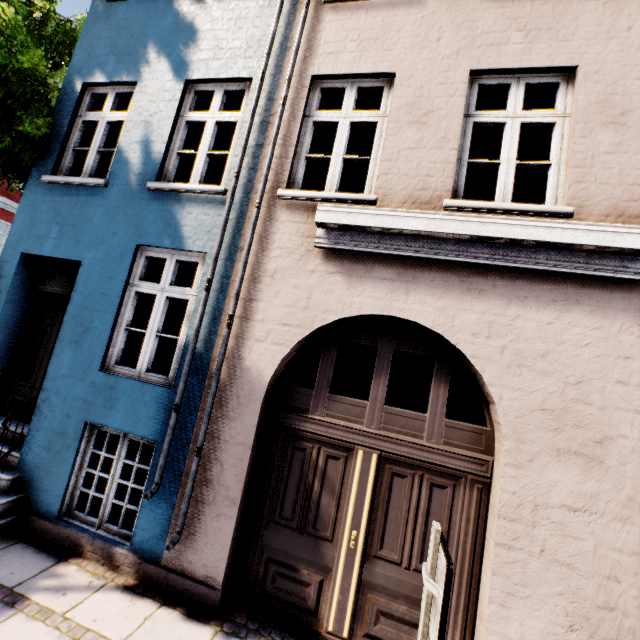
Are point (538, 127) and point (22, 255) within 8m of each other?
no

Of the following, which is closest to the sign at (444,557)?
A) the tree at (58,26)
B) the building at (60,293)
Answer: the building at (60,293)

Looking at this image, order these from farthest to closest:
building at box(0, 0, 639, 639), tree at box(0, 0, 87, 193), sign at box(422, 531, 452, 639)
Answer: Answer:
tree at box(0, 0, 87, 193)
building at box(0, 0, 639, 639)
sign at box(422, 531, 452, 639)

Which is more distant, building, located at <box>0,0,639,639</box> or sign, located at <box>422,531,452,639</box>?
building, located at <box>0,0,639,639</box>

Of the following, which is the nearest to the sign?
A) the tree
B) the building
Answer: the building

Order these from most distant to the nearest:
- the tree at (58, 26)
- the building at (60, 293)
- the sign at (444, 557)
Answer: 1. the tree at (58, 26)
2. the building at (60, 293)
3. the sign at (444, 557)
